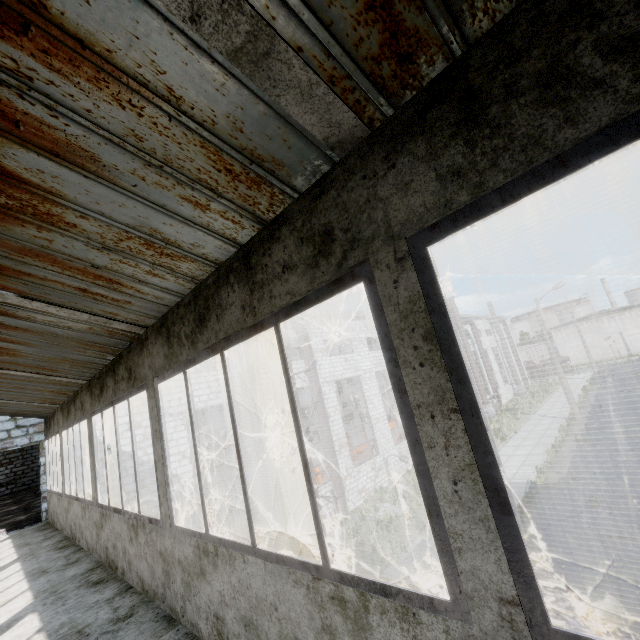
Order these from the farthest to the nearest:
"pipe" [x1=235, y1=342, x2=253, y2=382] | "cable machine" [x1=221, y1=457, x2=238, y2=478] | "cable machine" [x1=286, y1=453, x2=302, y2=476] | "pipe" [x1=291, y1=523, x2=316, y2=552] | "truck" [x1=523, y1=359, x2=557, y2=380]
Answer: "truck" [x1=523, y1=359, x2=557, y2=380]
"cable machine" [x1=221, y1=457, x2=238, y2=478]
"cable machine" [x1=286, y1=453, x2=302, y2=476]
"pipe" [x1=235, y1=342, x2=253, y2=382]
"pipe" [x1=291, y1=523, x2=316, y2=552]

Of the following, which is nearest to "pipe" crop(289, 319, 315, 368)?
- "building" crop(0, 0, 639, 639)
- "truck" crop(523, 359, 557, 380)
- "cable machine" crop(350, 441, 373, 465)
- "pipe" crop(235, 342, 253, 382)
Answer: "pipe" crop(235, 342, 253, 382)

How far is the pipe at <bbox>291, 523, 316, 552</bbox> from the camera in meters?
13.2

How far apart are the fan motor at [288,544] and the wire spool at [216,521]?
3.1 meters

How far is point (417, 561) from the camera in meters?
11.3 m

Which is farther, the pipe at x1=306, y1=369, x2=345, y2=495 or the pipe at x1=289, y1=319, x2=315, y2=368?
the pipe at x1=289, y1=319, x2=315, y2=368

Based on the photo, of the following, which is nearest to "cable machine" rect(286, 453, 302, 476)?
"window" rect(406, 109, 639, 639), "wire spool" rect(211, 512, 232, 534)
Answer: "wire spool" rect(211, 512, 232, 534)

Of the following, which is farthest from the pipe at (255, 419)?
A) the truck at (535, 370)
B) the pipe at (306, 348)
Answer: the truck at (535, 370)
